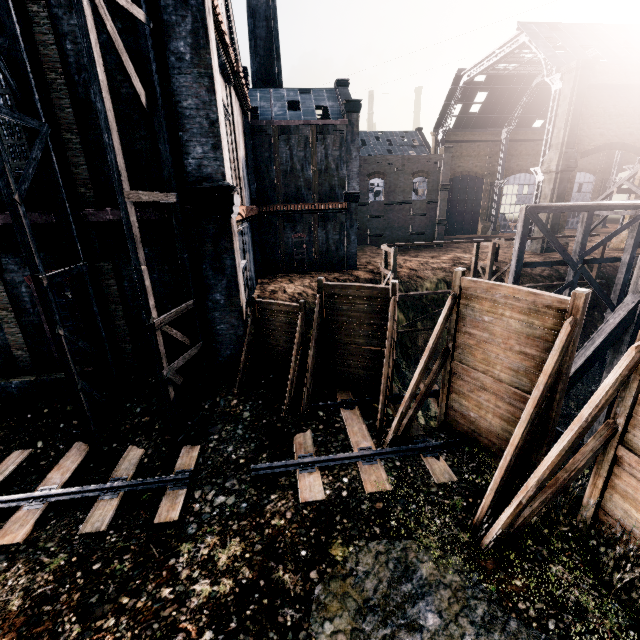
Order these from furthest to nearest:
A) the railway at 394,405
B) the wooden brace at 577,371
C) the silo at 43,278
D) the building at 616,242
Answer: the building at 616,242 < the wooden brace at 577,371 < the railway at 394,405 < the silo at 43,278

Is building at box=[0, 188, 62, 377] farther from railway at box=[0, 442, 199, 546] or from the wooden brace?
the wooden brace

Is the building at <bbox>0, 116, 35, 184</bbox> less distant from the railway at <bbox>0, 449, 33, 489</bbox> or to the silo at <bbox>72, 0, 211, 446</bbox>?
the silo at <bbox>72, 0, 211, 446</bbox>

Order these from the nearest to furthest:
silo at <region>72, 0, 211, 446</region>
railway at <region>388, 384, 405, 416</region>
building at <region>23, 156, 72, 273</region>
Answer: silo at <region>72, 0, 211, 446</region>
building at <region>23, 156, 72, 273</region>
railway at <region>388, 384, 405, 416</region>

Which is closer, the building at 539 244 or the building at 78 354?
the building at 78 354

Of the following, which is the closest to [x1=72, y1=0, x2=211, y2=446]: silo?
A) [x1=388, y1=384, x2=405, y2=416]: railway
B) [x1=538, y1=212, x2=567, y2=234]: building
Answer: [x1=388, y1=384, x2=405, y2=416]: railway

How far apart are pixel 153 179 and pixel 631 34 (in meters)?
56.63

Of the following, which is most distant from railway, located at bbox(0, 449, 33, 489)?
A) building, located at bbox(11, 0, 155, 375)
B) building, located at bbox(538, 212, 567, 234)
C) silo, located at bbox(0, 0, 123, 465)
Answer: building, located at bbox(538, 212, 567, 234)
